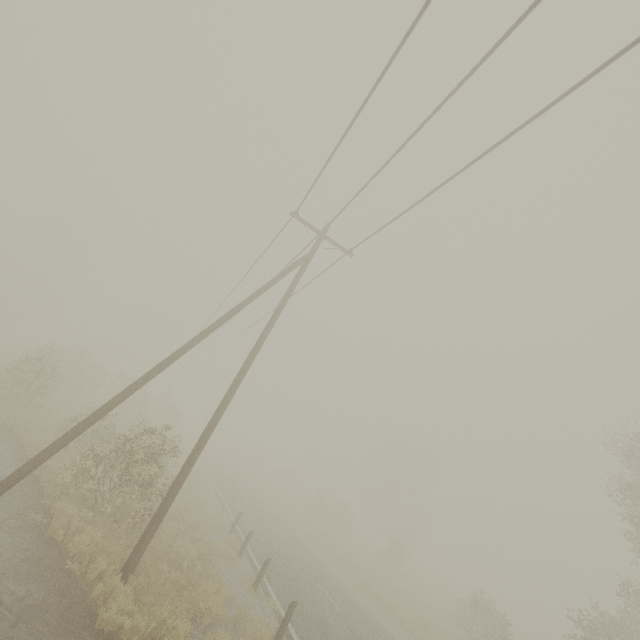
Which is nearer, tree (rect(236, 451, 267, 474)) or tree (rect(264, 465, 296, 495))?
tree (rect(264, 465, 296, 495))

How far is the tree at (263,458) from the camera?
55.7 meters

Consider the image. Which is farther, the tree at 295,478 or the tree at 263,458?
the tree at 263,458

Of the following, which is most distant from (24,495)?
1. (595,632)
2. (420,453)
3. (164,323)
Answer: (164,323)

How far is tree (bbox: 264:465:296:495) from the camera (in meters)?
48.22
